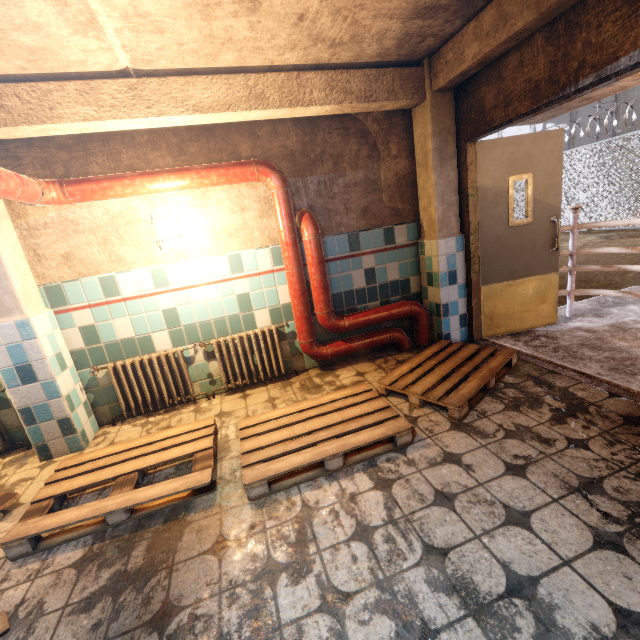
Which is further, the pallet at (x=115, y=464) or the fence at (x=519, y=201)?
the fence at (x=519, y=201)

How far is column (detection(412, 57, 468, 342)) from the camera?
3.27m

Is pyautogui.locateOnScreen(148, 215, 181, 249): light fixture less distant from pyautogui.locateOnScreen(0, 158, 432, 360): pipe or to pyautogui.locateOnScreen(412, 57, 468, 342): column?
pyautogui.locateOnScreen(0, 158, 432, 360): pipe

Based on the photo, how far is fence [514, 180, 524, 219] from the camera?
13.01m

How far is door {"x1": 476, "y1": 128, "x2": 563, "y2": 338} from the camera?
3.4m

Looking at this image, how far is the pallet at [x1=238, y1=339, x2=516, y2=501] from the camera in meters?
2.1

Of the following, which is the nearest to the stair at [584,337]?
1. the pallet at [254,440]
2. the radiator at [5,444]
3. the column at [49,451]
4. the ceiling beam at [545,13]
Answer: the pallet at [254,440]

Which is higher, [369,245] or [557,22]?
[557,22]
